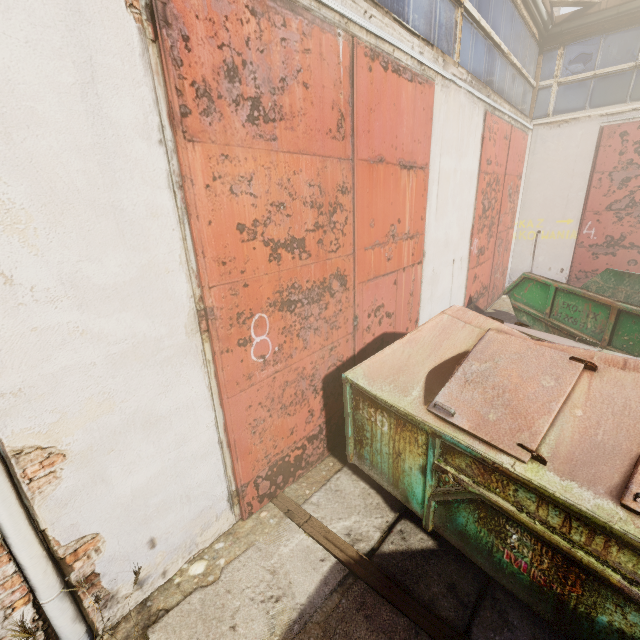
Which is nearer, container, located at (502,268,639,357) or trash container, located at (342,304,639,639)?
trash container, located at (342,304,639,639)

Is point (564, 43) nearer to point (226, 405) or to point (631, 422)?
point (631, 422)

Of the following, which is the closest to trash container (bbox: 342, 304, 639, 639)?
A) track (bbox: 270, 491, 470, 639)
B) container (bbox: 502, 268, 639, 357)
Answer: track (bbox: 270, 491, 470, 639)

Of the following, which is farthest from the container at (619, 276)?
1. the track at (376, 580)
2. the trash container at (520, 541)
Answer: the track at (376, 580)

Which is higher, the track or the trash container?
the trash container

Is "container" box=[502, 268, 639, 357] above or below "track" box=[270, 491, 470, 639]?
above

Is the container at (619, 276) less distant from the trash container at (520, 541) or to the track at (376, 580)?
the trash container at (520, 541)
